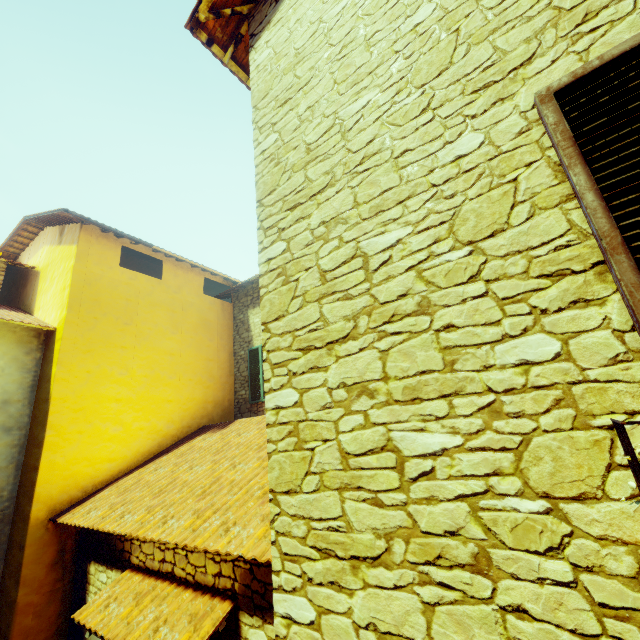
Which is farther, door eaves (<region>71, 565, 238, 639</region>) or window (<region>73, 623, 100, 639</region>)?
window (<region>73, 623, 100, 639</region>)

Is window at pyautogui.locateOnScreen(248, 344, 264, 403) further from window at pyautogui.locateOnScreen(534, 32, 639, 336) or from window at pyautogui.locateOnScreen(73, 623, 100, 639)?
window at pyautogui.locateOnScreen(534, 32, 639, 336)

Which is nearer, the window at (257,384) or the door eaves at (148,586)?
the door eaves at (148,586)

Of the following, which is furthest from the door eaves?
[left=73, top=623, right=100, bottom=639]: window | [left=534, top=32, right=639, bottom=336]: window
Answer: [left=534, top=32, right=639, bottom=336]: window

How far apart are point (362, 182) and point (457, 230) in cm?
85

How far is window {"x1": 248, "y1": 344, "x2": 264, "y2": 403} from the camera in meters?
9.3 m

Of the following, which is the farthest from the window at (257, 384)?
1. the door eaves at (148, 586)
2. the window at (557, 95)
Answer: the window at (557, 95)

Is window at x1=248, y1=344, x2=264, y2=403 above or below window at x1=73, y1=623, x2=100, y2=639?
above
